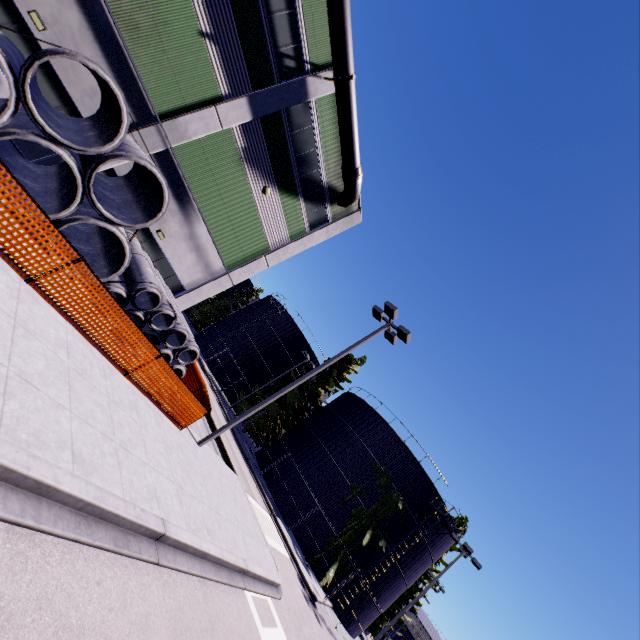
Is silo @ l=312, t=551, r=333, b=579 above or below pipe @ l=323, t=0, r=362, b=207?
below

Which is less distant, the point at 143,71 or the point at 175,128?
the point at 143,71

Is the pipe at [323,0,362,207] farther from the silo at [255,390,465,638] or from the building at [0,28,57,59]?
the silo at [255,390,465,638]

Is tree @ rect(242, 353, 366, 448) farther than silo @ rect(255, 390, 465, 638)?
Yes

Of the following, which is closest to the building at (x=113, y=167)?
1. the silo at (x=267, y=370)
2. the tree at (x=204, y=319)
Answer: the tree at (x=204, y=319)

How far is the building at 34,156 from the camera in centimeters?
1173cm

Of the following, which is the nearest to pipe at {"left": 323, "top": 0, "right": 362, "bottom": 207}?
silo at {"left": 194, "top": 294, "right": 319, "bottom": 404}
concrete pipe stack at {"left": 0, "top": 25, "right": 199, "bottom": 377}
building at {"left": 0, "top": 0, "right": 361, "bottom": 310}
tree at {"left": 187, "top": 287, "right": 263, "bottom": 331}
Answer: building at {"left": 0, "top": 0, "right": 361, "bottom": 310}

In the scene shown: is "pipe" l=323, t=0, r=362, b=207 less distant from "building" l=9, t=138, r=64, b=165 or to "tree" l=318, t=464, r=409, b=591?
"building" l=9, t=138, r=64, b=165
